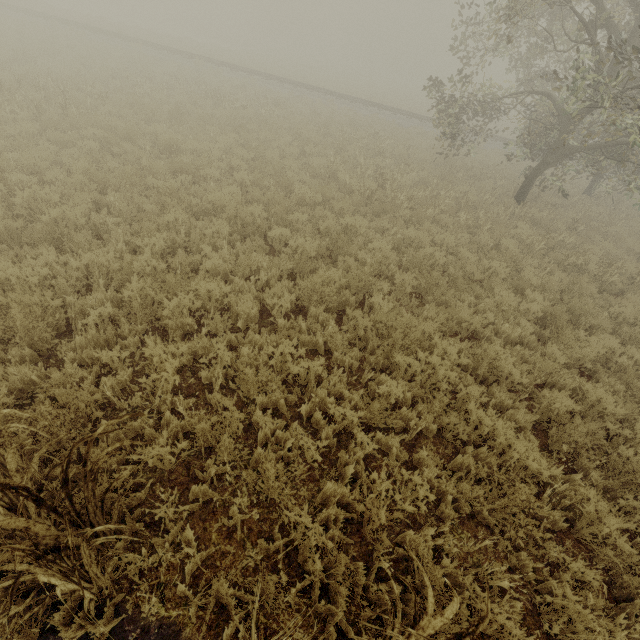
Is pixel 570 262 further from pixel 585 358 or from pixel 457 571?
pixel 457 571

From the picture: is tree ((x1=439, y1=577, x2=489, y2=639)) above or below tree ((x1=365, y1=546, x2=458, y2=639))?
above

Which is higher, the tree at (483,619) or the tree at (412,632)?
the tree at (483,619)
